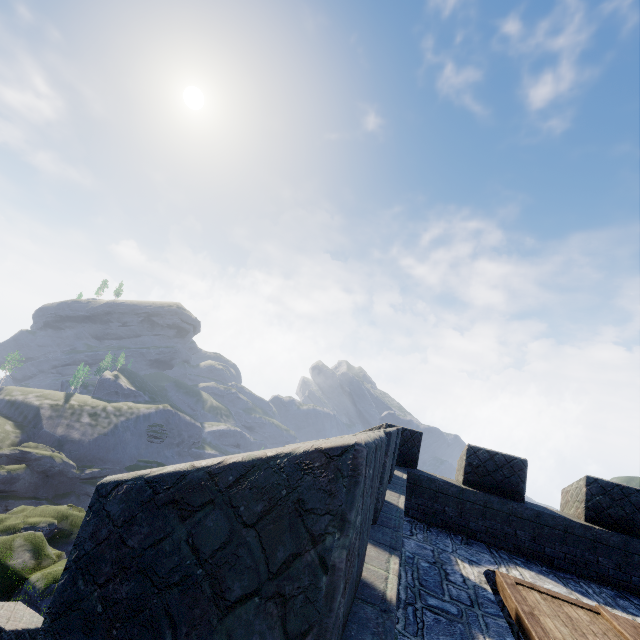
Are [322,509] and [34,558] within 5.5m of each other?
no
